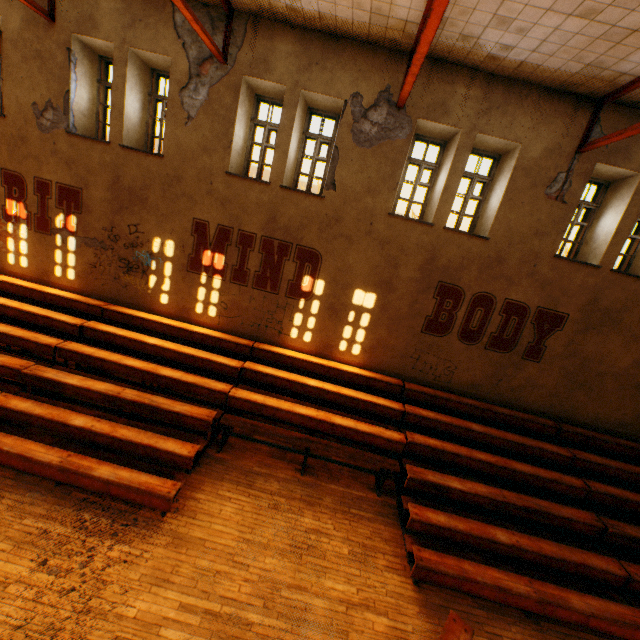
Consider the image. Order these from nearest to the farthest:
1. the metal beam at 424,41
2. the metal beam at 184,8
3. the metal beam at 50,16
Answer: the metal beam at 424,41 < the metal beam at 184,8 < the metal beam at 50,16

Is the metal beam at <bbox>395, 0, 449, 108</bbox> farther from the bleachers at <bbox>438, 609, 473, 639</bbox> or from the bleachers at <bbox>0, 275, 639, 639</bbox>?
the bleachers at <bbox>438, 609, 473, 639</bbox>

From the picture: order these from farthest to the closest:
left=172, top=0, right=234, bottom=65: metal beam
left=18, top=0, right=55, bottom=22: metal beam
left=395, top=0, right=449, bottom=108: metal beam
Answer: left=18, top=0, right=55, bottom=22: metal beam → left=172, top=0, right=234, bottom=65: metal beam → left=395, top=0, right=449, bottom=108: metal beam

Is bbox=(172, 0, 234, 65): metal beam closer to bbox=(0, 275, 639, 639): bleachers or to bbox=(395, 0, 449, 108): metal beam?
bbox=(395, 0, 449, 108): metal beam

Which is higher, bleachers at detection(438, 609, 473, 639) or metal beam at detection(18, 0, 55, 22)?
metal beam at detection(18, 0, 55, 22)

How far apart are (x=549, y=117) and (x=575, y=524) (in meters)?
8.44

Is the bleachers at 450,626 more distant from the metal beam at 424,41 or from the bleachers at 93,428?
the metal beam at 424,41

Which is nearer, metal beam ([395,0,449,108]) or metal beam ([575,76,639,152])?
metal beam ([395,0,449,108])
